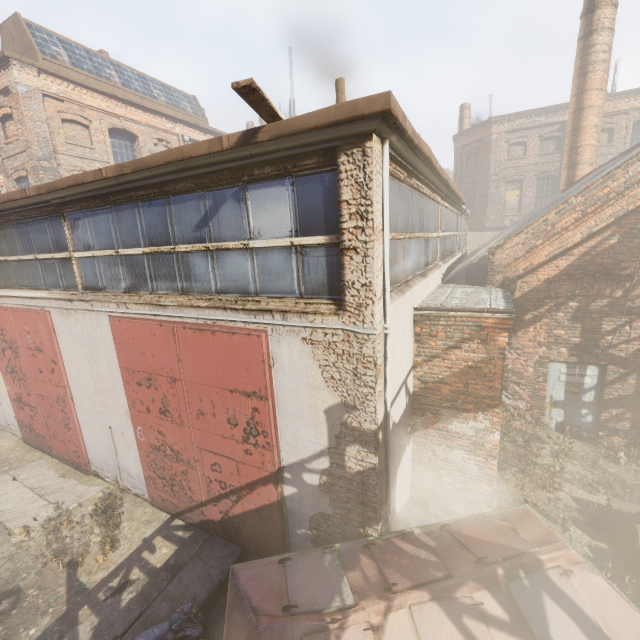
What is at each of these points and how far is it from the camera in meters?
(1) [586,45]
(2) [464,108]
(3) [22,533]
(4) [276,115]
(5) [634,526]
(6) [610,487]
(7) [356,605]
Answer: (1) building, 11.1
(2) building, 28.0
(3) instancedfoliageactor, 6.4
(4) pallet, 3.6
(5) pipe, 5.3
(6) instancedfoliageactor, 6.6
(7) trash container, 3.4

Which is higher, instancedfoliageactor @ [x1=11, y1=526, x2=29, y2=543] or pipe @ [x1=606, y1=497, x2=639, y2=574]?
pipe @ [x1=606, y1=497, x2=639, y2=574]

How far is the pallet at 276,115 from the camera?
3.0 meters

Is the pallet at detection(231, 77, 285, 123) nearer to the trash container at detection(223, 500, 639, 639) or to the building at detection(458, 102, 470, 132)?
the trash container at detection(223, 500, 639, 639)

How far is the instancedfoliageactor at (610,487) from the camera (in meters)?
6.35

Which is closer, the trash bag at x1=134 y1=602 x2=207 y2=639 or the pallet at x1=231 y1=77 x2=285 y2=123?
the pallet at x1=231 y1=77 x2=285 y2=123

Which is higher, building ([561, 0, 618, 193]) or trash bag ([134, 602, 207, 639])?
building ([561, 0, 618, 193])

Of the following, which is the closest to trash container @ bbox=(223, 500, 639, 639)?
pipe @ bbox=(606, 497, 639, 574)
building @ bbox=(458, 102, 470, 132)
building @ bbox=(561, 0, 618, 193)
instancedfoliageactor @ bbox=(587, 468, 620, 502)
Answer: pipe @ bbox=(606, 497, 639, 574)
